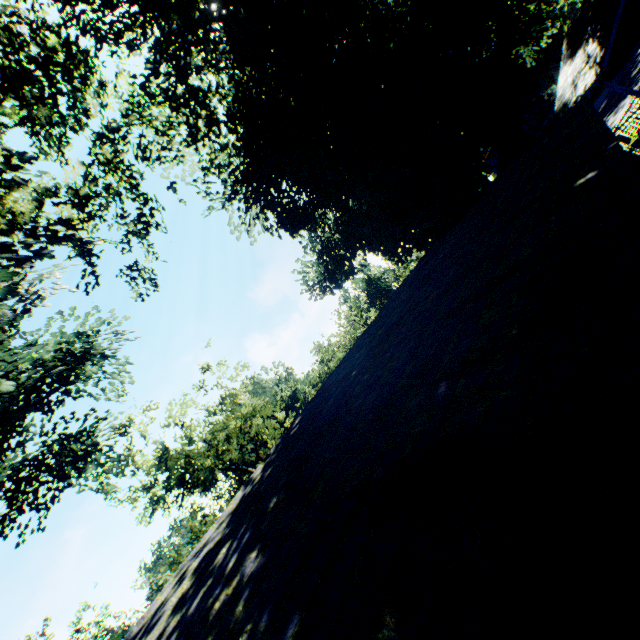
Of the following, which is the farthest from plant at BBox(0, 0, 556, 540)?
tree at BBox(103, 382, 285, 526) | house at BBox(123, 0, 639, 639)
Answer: tree at BBox(103, 382, 285, 526)

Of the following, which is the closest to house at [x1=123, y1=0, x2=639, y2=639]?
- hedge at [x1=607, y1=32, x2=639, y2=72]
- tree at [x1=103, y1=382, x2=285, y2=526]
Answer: tree at [x1=103, y1=382, x2=285, y2=526]

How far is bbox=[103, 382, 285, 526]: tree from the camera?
22.39m

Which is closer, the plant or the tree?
the plant

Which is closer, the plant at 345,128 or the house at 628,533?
the house at 628,533

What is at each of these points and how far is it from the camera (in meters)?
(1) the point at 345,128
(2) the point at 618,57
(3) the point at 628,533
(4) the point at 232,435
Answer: (1) plant, 16.06
(2) hedge, 41.06
(3) house, 1.13
(4) tree, 26.34

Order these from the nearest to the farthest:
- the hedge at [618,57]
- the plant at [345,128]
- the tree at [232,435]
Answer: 1. the plant at [345,128]
2. the tree at [232,435]
3. the hedge at [618,57]

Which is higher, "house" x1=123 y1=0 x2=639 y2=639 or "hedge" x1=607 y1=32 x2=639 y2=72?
"house" x1=123 y1=0 x2=639 y2=639
